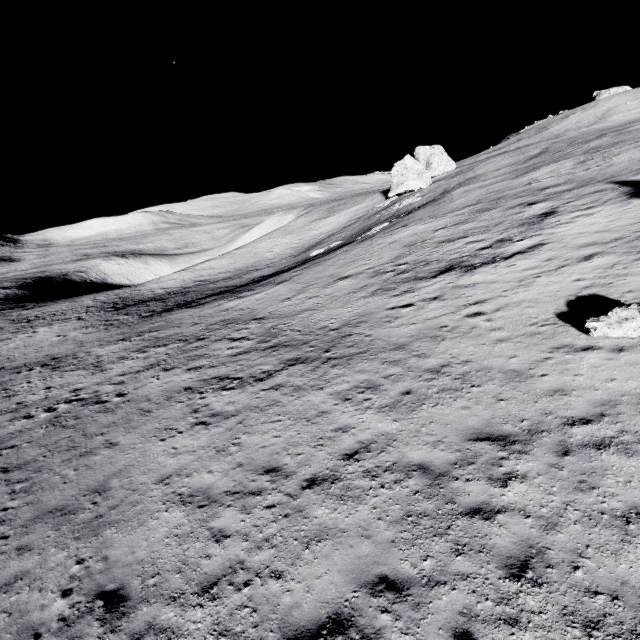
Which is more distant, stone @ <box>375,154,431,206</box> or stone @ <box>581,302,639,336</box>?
stone @ <box>375,154,431,206</box>

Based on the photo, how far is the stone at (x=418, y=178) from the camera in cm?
5203

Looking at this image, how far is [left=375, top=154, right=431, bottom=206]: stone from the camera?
52.03m

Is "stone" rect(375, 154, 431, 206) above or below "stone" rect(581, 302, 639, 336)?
above

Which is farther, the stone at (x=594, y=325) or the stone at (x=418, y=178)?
the stone at (x=418, y=178)

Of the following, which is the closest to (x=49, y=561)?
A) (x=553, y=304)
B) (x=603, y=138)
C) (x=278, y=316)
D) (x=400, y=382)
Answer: (x=400, y=382)
